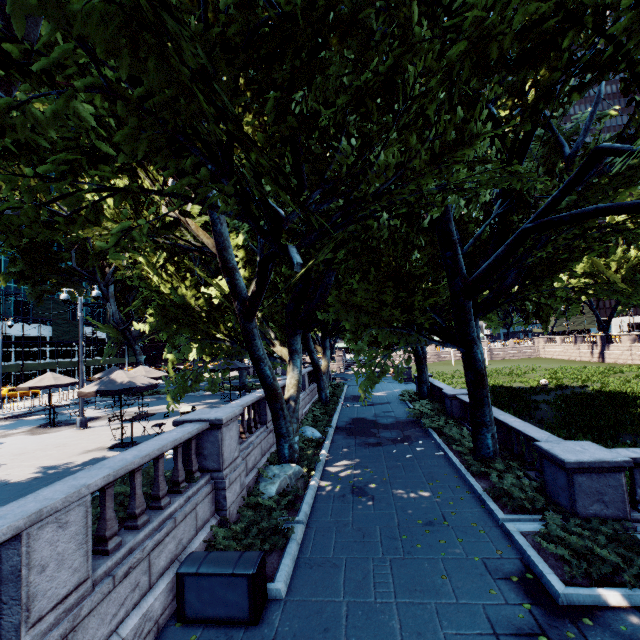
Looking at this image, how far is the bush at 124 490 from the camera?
6.63m

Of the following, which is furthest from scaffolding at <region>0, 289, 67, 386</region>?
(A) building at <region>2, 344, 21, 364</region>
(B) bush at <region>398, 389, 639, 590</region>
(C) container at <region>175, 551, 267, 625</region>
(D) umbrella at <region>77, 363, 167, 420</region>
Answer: (B) bush at <region>398, 389, 639, 590</region>

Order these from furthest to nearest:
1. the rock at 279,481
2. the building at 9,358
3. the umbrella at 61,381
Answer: the building at 9,358, the umbrella at 61,381, the rock at 279,481

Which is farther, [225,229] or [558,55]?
[225,229]

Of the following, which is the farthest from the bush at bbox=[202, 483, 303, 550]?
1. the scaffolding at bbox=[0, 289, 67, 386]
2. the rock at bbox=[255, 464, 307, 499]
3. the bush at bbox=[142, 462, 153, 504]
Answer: the scaffolding at bbox=[0, 289, 67, 386]

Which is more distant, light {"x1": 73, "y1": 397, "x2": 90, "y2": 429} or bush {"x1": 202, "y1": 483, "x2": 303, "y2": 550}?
light {"x1": 73, "y1": 397, "x2": 90, "y2": 429}

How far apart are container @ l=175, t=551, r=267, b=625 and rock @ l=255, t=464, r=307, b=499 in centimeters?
302cm

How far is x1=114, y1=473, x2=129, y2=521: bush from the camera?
6.6 meters
